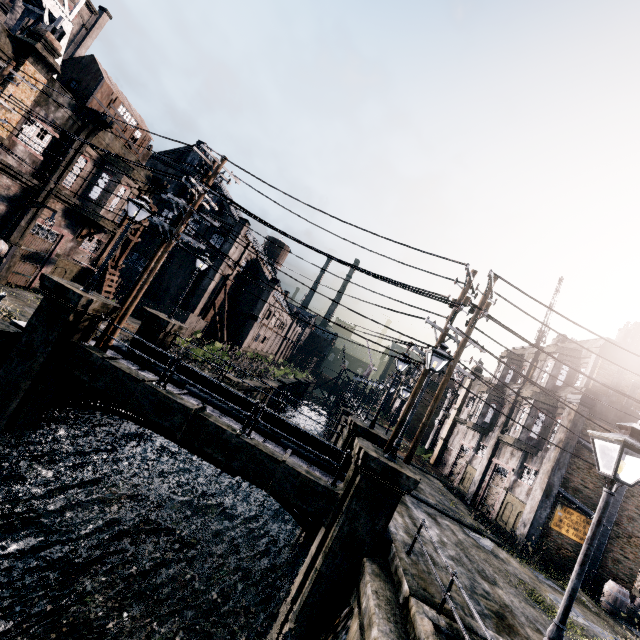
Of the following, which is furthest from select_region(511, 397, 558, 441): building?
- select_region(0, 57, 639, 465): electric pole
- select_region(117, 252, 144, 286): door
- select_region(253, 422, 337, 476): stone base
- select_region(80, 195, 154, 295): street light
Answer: select_region(117, 252, 144, 286): door

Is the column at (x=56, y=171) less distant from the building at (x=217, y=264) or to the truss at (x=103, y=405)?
the building at (x=217, y=264)

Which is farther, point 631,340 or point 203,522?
point 631,340

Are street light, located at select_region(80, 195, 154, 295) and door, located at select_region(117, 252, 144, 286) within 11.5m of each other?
no

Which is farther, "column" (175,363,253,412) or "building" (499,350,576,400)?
"building" (499,350,576,400)

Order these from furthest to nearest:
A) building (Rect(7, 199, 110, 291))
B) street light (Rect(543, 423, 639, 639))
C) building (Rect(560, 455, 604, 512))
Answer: building (Rect(7, 199, 110, 291)), building (Rect(560, 455, 604, 512)), street light (Rect(543, 423, 639, 639))

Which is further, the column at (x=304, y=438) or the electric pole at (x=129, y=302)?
the column at (x=304, y=438)

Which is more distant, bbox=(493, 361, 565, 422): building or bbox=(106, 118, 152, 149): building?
bbox=(106, 118, 152, 149): building
